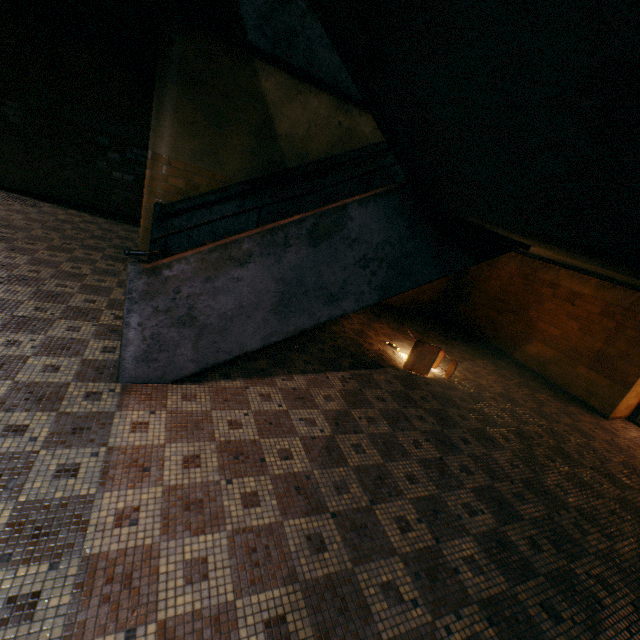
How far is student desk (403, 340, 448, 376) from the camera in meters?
5.2 m

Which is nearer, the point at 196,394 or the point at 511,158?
the point at 511,158

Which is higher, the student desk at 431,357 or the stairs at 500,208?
the stairs at 500,208

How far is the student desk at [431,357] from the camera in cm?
522

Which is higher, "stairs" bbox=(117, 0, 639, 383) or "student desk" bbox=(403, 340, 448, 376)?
"stairs" bbox=(117, 0, 639, 383)

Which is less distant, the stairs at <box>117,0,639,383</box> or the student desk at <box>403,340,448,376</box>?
the stairs at <box>117,0,639,383</box>
